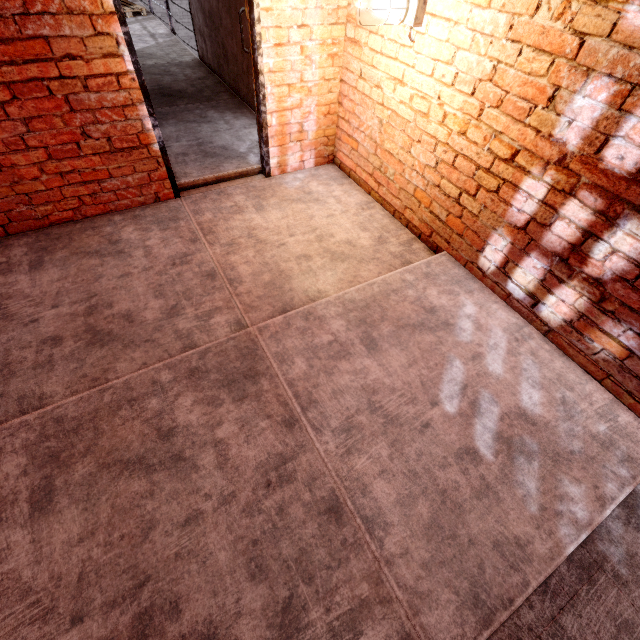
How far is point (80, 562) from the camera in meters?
1.4

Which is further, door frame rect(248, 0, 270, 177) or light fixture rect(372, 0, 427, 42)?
door frame rect(248, 0, 270, 177)

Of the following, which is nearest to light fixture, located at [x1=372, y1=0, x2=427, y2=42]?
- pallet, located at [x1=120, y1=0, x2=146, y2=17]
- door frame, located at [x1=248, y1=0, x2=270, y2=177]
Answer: door frame, located at [x1=248, y1=0, x2=270, y2=177]

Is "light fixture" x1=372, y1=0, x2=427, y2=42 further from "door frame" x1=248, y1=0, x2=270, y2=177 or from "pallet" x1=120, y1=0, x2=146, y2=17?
"pallet" x1=120, y1=0, x2=146, y2=17

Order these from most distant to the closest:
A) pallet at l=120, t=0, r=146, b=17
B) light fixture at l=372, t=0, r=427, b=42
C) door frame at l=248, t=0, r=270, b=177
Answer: pallet at l=120, t=0, r=146, b=17, door frame at l=248, t=0, r=270, b=177, light fixture at l=372, t=0, r=427, b=42

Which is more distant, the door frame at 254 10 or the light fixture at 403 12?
the door frame at 254 10

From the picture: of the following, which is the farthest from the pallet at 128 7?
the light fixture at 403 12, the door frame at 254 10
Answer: the light fixture at 403 12

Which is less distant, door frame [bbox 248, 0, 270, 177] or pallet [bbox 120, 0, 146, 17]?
door frame [bbox 248, 0, 270, 177]
